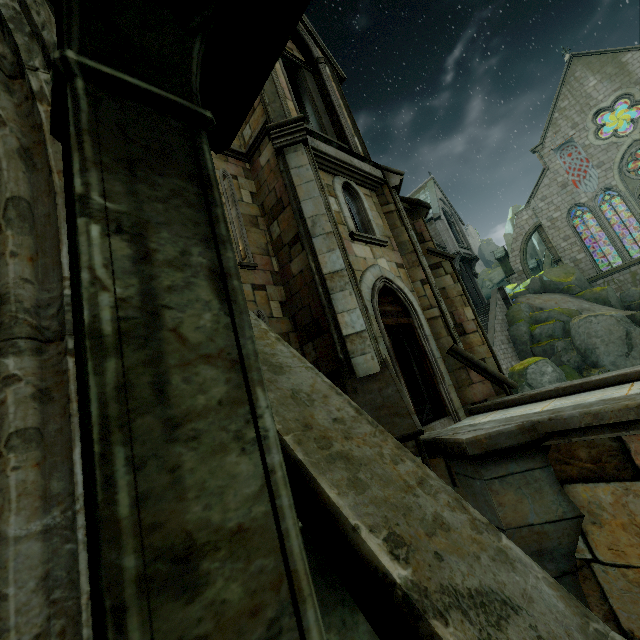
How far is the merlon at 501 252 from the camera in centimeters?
3409cm

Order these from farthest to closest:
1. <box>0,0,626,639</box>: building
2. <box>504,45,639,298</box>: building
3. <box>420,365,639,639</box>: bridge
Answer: <box>504,45,639,298</box>: building < <box>420,365,639,639</box>: bridge < <box>0,0,626,639</box>: building

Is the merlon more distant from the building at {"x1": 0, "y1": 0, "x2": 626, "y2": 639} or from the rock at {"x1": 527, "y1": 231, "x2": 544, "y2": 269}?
the rock at {"x1": 527, "y1": 231, "x2": 544, "y2": 269}

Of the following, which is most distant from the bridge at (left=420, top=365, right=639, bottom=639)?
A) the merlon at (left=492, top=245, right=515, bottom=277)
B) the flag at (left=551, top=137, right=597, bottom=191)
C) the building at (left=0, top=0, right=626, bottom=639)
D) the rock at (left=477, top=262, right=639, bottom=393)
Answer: the flag at (left=551, top=137, right=597, bottom=191)

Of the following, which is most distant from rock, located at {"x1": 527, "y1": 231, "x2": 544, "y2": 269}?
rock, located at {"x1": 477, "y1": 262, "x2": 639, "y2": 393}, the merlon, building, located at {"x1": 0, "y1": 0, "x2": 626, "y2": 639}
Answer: rock, located at {"x1": 477, "y1": 262, "x2": 639, "y2": 393}

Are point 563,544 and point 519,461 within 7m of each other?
yes

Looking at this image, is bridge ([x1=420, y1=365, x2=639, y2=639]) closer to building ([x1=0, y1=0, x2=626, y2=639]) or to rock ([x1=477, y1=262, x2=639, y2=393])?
building ([x1=0, y1=0, x2=626, y2=639])

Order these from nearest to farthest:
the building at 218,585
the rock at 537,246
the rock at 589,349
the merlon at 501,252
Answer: the building at 218,585
the rock at 589,349
the merlon at 501,252
the rock at 537,246
